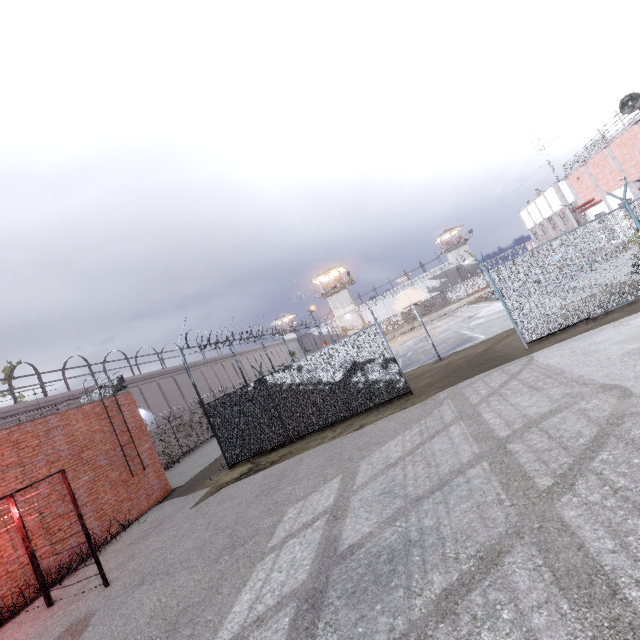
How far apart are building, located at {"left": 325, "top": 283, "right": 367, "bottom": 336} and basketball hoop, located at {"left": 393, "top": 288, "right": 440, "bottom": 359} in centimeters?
3961cm

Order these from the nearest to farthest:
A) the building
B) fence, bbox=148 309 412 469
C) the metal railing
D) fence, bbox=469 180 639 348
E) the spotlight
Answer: fence, bbox=469 180 639 348
fence, bbox=148 309 412 469
the metal railing
the spotlight
the building

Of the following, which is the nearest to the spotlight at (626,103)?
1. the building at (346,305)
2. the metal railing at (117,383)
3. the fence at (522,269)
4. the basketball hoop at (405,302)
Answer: the fence at (522,269)

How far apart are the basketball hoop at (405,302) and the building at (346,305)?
39.6m

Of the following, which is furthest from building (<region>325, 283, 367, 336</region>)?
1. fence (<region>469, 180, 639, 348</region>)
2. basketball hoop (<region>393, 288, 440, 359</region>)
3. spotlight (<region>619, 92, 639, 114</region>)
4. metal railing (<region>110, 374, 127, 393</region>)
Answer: metal railing (<region>110, 374, 127, 393</region>)

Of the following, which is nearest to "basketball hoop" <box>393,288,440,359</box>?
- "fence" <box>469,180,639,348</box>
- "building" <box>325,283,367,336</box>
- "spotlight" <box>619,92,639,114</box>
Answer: "fence" <box>469,180,639,348</box>

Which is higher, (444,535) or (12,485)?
(12,485)

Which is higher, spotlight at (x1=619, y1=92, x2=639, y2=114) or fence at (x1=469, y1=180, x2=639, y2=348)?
spotlight at (x1=619, y1=92, x2=639, y2=114)
